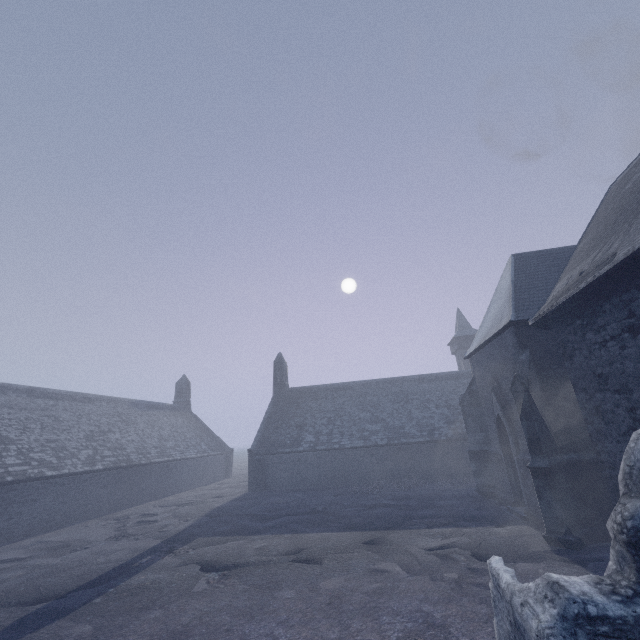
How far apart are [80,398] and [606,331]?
35.2m

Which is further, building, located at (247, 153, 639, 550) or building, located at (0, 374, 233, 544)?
building, located at (0, 374, 233, 544)

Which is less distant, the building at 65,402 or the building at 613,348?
the building at 613,348
